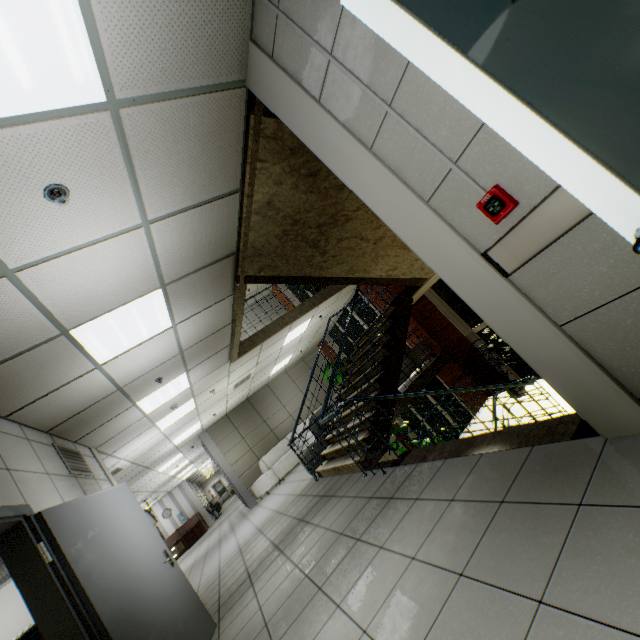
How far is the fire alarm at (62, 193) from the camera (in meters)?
2.04

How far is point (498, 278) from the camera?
1.75m

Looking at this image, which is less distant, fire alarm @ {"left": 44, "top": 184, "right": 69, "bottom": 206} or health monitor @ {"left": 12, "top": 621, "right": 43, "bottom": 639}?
fire alarm @ {"left": 44, "top": 184, "right": 69, "bottom": 206}

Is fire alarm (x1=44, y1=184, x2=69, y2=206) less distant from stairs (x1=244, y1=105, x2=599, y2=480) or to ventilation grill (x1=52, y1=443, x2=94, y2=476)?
stairs (x1=244, y1=105, x2=599, y2=480)

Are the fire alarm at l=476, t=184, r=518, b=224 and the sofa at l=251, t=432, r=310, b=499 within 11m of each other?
no

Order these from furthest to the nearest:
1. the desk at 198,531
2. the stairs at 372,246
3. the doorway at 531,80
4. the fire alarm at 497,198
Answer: the desk at 198,531
the stairs at 372,246
the fire alarm at 497,198
the doorway at 531,80

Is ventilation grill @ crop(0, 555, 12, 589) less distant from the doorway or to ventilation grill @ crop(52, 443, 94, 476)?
ventilation grill @ crop(52, 443, 94, 476)

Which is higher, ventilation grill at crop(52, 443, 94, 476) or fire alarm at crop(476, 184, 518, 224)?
ventilation grill at crop(52, 443, 94, 476)
